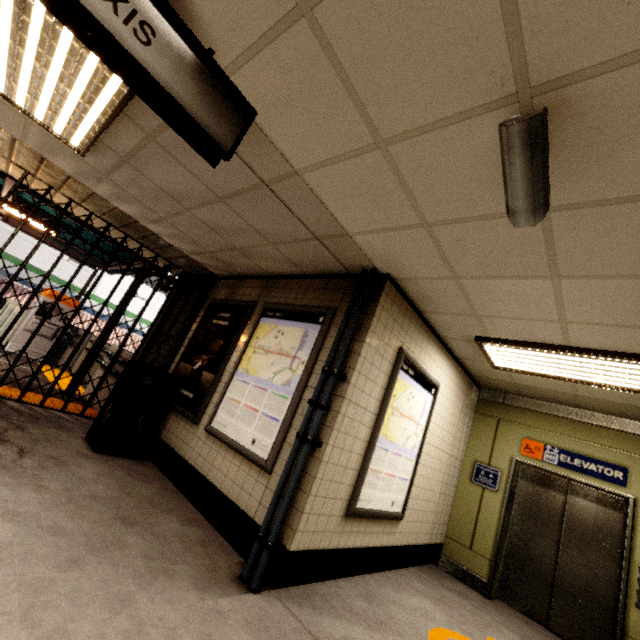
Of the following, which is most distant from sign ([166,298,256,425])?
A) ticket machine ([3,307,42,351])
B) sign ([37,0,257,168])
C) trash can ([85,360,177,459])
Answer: ticket machine ([3,307,42,351])

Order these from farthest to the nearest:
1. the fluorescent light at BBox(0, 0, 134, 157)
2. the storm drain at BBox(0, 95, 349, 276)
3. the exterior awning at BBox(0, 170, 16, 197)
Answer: the exterior awning at BBox(0, 170, 16, 197)
the storm drain at BBox(0, 95, 349, 276)
the fluorescent light at BBox(0, 0, 134, 157)

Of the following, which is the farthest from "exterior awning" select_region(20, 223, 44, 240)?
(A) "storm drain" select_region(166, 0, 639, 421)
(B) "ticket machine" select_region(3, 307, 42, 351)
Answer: (A) "storm drain" select_region(166, 0, 639, 421)

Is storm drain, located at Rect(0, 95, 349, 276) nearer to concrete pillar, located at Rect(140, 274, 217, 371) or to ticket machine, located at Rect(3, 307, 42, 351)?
concrete pillar, located at Rect(140, 274, 217, 371)

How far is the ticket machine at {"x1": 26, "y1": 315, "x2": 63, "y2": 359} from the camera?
8.7m

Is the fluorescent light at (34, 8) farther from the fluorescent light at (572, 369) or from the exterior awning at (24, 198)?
the fluorescent light at (572, 369)

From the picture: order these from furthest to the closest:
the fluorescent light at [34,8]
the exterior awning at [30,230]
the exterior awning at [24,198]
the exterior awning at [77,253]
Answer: the exterior awning at [77,253] < the exterior awning at [30,230] < the exterior awning at [24,198] < the fluorescent light at [34,8]

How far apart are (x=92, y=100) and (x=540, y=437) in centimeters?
684cm
